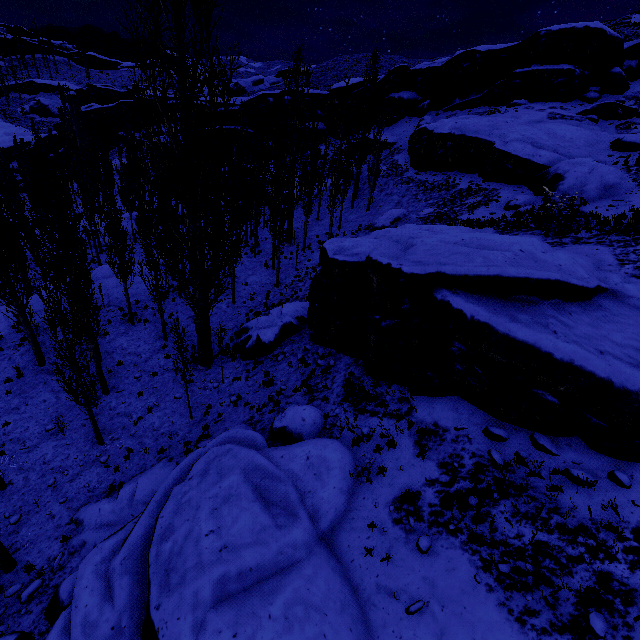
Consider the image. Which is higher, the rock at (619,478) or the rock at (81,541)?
the rock at (619,478)

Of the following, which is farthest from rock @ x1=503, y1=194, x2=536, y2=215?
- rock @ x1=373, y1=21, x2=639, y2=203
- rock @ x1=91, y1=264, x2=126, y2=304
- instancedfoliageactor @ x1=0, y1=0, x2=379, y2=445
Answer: rock @ x1=91, y1=264, x2=126, y2=304

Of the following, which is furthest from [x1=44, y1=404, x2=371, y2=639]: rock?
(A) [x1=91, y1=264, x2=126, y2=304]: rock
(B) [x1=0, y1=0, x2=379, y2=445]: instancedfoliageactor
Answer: (A) [x1=91, y1=264, x2=126, y2=304]: rock

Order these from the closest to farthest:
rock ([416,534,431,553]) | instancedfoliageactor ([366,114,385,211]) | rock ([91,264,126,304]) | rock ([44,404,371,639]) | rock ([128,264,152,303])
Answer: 1. rock ([44,404,371,639])
2. rock ([416,534,431,553])
3. rock ([91,264,126,304])
4. rock ([128,264,152,303])
5. instancedfoliageactor ([366,114,385,211])

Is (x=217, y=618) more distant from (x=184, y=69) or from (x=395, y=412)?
(x=184, y=69)

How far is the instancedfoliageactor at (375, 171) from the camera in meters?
27.6

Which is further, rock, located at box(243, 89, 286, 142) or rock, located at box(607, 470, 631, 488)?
rock, located at box(243, 89, 286, 142)

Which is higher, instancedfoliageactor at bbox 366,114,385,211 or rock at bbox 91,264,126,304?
instancedfoliageactor at bbox 366,114,385,211
